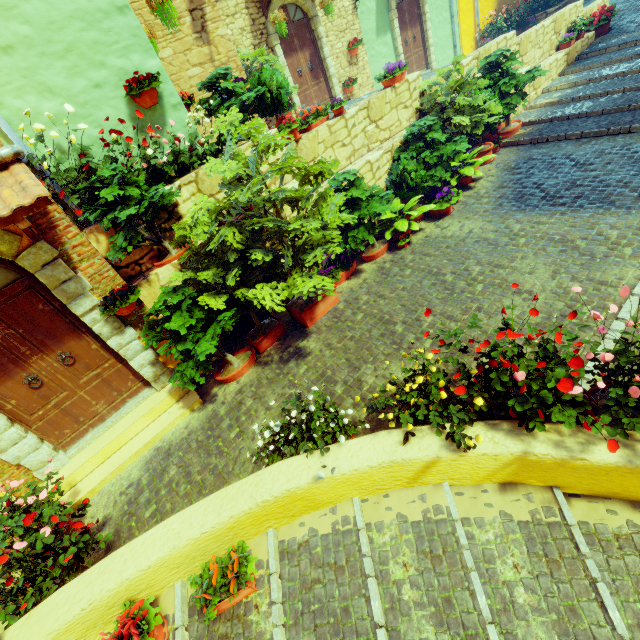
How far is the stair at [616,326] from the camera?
3.6 meters

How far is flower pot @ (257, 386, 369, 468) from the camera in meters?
3.2

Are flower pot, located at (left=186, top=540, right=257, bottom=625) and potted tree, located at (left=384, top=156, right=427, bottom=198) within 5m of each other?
no

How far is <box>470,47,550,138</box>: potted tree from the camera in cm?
742

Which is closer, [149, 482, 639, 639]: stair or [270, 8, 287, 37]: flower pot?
[149, 482, 639, 639]: stair

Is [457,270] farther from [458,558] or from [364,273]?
[458,558]

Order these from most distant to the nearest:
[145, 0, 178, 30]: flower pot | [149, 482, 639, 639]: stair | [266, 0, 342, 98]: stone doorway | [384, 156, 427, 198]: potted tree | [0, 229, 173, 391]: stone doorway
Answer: [266, 0, 342, 98]: stone doorway < [384, 156, 427, 198]: potted tree < [145, 0, 178, 30]: flower pot < [0, 229, 173, 391]: stone doorway < [149, 482, 639, 639]: stair

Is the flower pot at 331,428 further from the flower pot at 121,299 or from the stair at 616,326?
the stair at 616,326
